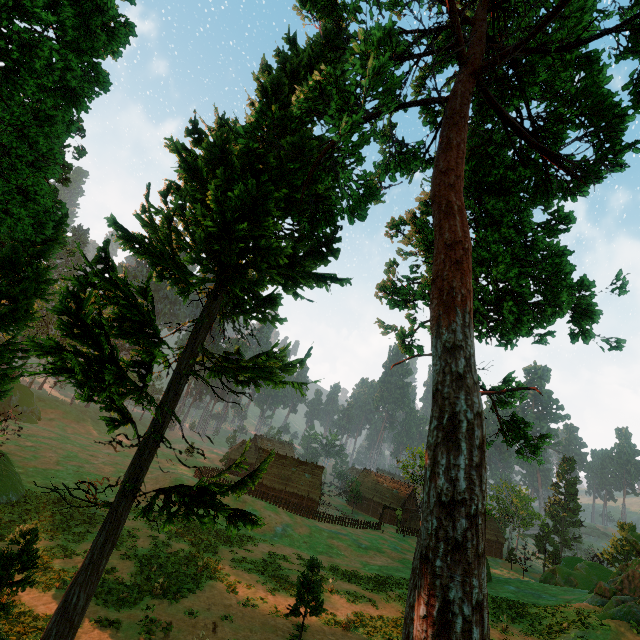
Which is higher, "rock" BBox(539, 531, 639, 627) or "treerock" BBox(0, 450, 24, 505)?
"rock" BBox(539, 531, 639, 627)

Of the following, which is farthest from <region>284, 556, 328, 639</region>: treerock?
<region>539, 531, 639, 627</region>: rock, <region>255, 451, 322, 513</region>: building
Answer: <region>539, 531, 639, 627</region>: rock

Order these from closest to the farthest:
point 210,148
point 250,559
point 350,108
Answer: point 210,148, point 350,108, point 250,559

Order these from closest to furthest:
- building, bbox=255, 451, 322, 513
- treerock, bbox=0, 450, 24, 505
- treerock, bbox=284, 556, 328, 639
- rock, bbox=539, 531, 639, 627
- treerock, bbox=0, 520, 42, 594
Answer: treerock, bbox=0, 520, 42, 594, treerock, bbox=284, 556, 328, 639, rock, bbox=539, 531, 639, 627, treerock, bbox=0, 450, 24, 505, building, bbox=255, 451, 322, 513

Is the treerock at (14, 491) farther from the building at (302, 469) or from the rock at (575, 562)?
the rock at (575, 562)

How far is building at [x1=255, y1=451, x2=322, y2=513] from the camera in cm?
5438
